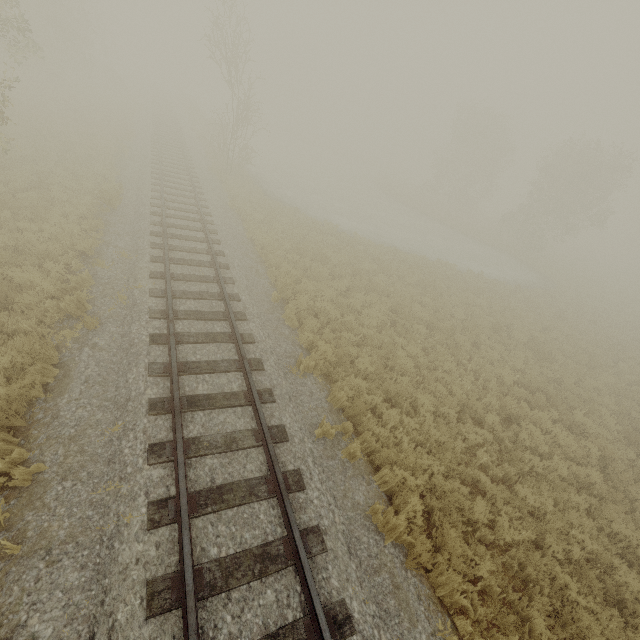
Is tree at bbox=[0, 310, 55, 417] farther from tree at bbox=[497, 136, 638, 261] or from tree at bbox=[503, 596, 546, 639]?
tree at bbox=[497, 136, 638, 261]

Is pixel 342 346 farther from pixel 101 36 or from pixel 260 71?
pixel 101 36

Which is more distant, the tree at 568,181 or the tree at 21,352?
the tree at 568,181

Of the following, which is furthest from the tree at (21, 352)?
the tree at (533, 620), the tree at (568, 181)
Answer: the tree at (568, 181)

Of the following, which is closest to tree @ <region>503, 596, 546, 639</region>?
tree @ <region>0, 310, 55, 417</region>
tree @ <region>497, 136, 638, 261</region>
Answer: tree @ <region>0, 310, 55, 417</region>

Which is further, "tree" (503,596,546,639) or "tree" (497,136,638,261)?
"tree" (497,136,638,261)
